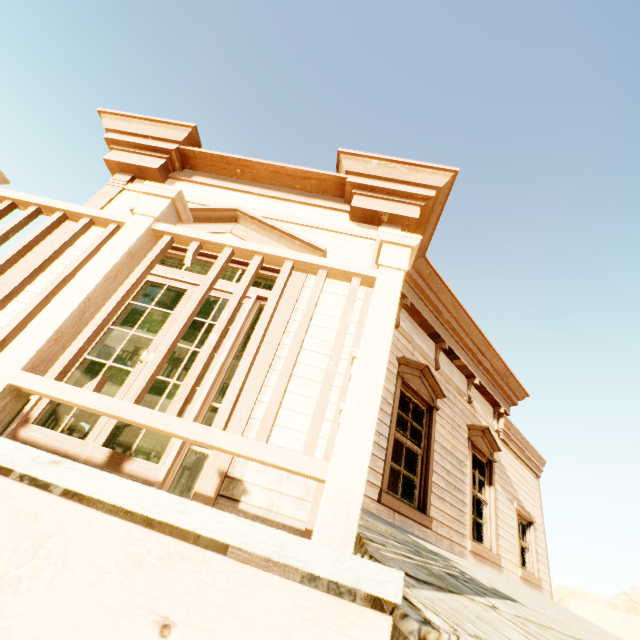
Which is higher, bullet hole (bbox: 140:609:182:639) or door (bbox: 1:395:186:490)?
door (bbox: 1:395:186:490)

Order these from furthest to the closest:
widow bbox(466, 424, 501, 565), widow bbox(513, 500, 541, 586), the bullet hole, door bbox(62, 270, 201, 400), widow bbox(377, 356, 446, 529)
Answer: widow bbox(513, 500, 541, 586)
widow bbox(466, 424, 501, 565)
widow bbox(377, 356, 446, 529)
door bbox(62, 270, 201, 400)
the bullet hole

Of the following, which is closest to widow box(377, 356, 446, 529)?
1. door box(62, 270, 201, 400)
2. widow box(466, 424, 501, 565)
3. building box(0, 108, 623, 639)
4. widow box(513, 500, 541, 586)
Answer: building box(0, 108, 623, 639)

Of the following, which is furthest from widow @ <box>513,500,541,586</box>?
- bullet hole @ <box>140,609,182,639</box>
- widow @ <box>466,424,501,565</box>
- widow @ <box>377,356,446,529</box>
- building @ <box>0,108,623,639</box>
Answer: bullet hole @ <box>140,609,182,639</box>

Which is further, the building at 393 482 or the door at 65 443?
the building at 393 482

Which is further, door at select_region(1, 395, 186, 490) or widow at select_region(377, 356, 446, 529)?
widow at select_region(377, 356, 446, 529)

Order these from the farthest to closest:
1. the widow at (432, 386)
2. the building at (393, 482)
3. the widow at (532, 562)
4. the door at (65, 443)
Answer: the building at (393, 482) → the widow at (532, 562) → the widow at (432, 386) → the door at (65, 443)

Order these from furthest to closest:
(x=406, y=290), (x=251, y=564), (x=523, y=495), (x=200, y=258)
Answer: (x=523, y=495) → (x=406, y=290) → (x=200, y=258) → (x=251, y=564)
